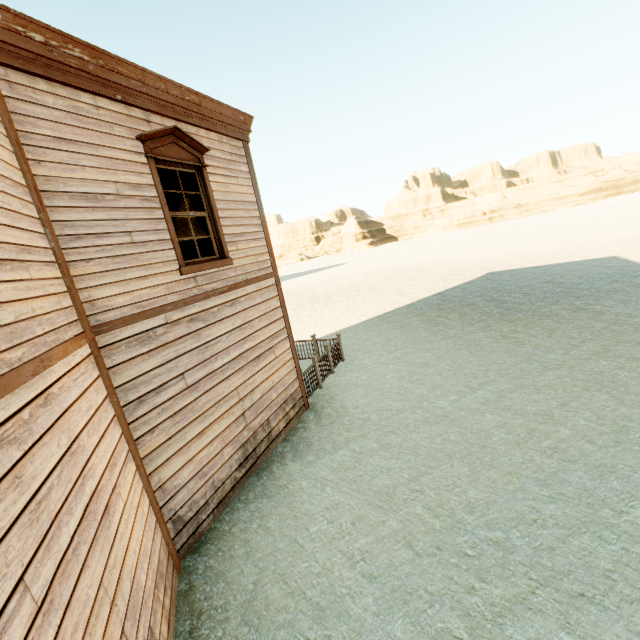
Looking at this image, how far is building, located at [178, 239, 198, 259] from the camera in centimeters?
827cm

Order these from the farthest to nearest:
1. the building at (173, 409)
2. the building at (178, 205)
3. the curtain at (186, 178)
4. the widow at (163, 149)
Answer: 1. the building at (178, 205)
2. the curtain at (186, 178)
3. the widow at (163, 149)
4. the building at (173, 409)

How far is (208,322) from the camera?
5.67m

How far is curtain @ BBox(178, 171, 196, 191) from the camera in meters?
5.7

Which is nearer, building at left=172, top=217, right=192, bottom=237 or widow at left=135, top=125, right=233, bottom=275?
widow at left=135, top=125, right=233, bottom=275

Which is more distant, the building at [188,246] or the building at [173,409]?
the building at [188,246]

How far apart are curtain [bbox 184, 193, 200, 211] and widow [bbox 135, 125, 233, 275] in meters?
0.0

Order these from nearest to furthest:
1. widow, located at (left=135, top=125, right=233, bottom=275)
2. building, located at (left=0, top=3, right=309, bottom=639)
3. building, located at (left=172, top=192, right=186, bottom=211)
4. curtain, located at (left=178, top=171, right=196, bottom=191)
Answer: building, located at (left=0, top=3, right=309, bottom=639)
widow, located at (left=135, top=125, right=233, bottom=275)
curtain, located at (left=178, top=171, right=196, bottom=191)
building, located at (left=172, top=192, right=186, bottom=211)
